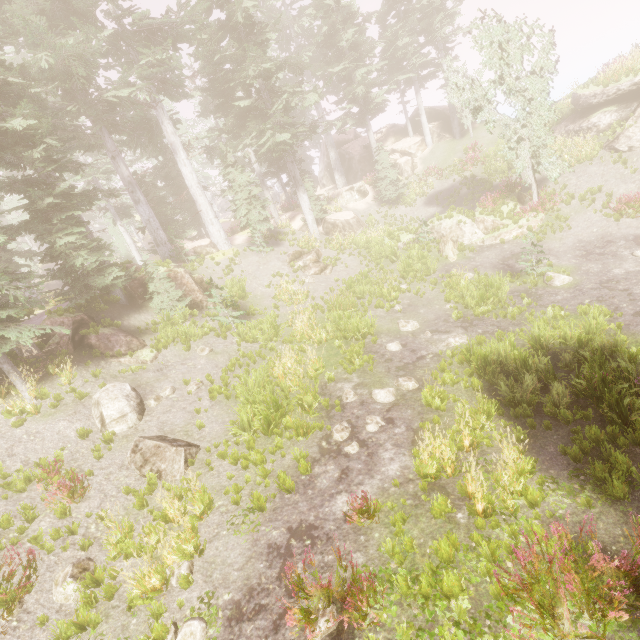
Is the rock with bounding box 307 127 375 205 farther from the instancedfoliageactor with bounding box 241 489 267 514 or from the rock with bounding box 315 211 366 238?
the rock with bounding box 315 211 366 238

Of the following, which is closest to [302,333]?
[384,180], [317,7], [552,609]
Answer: [552,609]

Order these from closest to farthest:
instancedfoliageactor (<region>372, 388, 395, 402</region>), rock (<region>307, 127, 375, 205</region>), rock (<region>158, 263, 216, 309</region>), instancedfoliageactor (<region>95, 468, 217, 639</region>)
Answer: instancedfoliageactor (<region>95, 468, 217, 639</region>)
instancedfoliageactor (<region>372, 388, 395, 402</region>)
rock (<region>158, 263, 216, 309</region>)
rock (<region>307, 127, 375, 205</region>)

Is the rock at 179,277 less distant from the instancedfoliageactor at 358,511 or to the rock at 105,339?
the instancedfoliageactor at 358,511

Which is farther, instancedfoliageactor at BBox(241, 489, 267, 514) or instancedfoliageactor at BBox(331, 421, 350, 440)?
instancedfoliageactor at BBox(331, 421, 350, 440)

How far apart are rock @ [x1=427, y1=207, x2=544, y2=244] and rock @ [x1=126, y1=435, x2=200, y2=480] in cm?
1694

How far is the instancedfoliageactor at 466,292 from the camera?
13.0 meters

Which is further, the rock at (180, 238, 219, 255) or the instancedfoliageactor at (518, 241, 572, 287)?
the rock at (180, 238, 219, 255)
